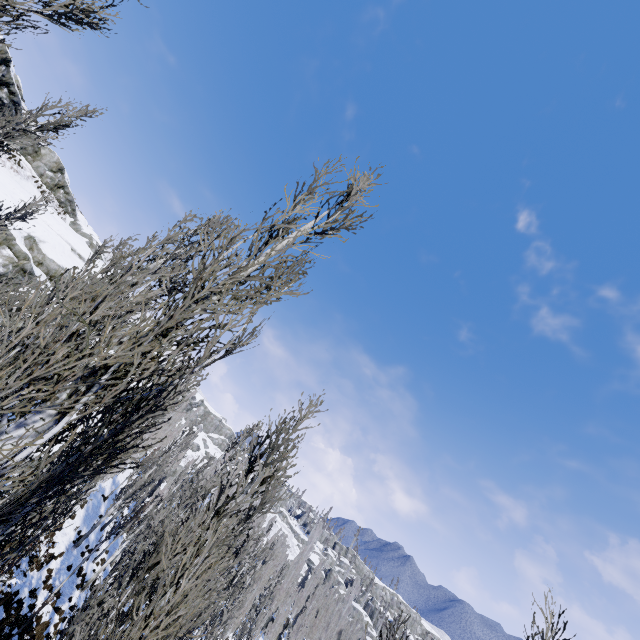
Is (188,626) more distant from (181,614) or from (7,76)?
(7,76)

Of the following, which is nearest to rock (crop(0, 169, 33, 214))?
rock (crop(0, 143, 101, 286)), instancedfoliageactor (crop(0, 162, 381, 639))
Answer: rock (crop(0, 143, 101, 286))

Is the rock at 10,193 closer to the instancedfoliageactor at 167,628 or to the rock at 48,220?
the rock at 48,220

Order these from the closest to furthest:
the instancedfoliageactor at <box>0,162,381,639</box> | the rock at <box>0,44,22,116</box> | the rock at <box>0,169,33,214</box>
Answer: the instancedfoliageactor at <box>0,162,381,639</box> → the rock at <box>0,169,33,214</box> → the rock at <box>0,44,22,116</box>

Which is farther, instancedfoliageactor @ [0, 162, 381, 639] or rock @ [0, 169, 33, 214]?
rock @ [0, 169, 33, 214]

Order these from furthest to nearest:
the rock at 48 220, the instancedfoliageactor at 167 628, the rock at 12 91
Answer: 1. the rock at 12 91
2. the rock at 48 220
3. the instancedfoliageactor at 167 628

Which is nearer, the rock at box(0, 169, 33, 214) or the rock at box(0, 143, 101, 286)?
the rock at box(0, 143, 101, 286)
